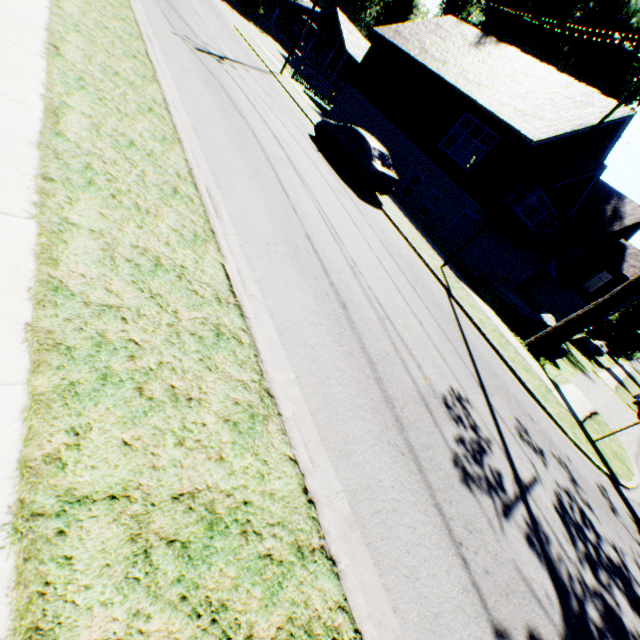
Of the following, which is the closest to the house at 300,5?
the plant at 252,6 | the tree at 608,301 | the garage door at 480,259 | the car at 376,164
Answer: the plant at 252,6

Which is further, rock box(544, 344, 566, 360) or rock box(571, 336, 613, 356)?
rock box(571, 336, 613, 356)

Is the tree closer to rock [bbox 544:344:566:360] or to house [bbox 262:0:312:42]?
rock [bbox 544:344:566:360]

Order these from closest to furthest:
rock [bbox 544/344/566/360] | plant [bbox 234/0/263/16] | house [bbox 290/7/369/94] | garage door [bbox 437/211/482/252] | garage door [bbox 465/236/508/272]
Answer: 1. rock [bbox 544/344/566/360]
2. garage door [bbox 437/211/482/252]
3. garage door [bbox 465/236/508/272]
4. house [bbox 290/7/369/94]
5. plant [bbox 234/0/263/16]

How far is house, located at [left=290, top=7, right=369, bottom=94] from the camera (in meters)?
34.38

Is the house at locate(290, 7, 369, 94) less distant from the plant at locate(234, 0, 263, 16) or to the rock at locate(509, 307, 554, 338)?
Result: the plant at locate(234, 0, 263, 16)

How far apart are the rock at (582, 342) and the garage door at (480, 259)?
16.5 meters

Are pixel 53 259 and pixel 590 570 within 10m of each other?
yes
